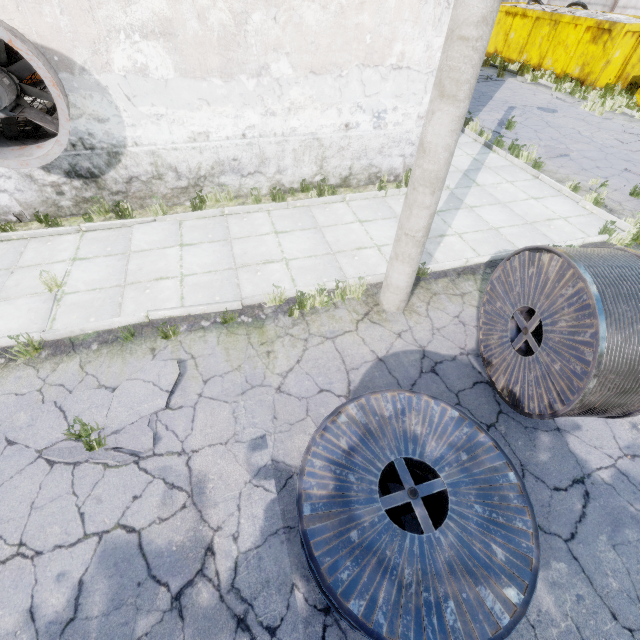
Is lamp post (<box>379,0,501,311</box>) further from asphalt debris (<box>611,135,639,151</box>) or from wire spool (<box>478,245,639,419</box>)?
asphalt debris (<box>611,135,639,151</box>)

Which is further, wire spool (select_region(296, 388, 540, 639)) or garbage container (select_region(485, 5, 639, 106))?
garbage container (select_region(485, 5, 639, 106))

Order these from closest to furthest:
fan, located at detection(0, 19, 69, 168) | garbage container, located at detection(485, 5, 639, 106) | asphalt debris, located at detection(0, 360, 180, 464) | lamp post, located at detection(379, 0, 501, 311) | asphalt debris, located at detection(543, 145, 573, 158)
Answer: lamp post, located at detection(379, 0, 501, 311) → asphalt debris, located at detection(0, 360, 180, 464) → fan, located at detection(0, 19, 69, 168) → asphalt debris, located at detection(543, 145, 573, 158) → garbage container, located at detection(485, 5, 639, 106)

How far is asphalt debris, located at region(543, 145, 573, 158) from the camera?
10.5 meters

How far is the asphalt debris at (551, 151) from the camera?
10.5m

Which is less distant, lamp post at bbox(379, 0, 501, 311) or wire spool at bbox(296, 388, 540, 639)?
wire spool at bbox(296, 388, 540, 639)

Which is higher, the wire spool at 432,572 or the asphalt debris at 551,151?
the wire spool at 432,572

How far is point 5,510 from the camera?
3.4m
